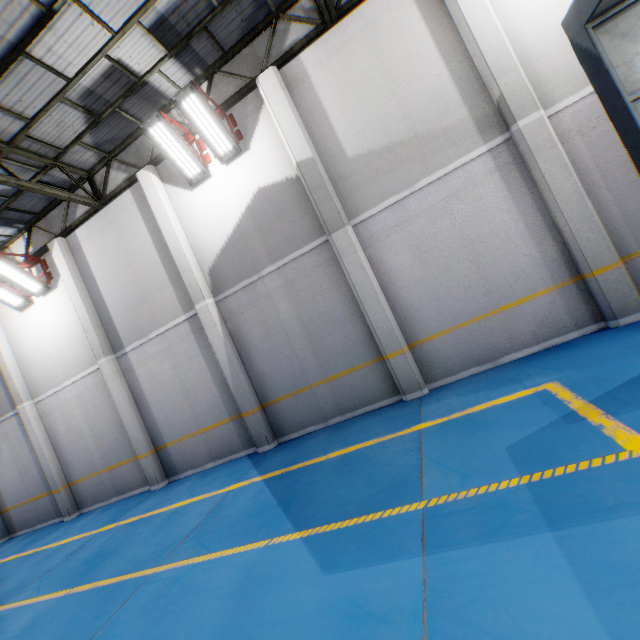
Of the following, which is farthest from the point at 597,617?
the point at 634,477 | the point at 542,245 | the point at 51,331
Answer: the point at 51,331

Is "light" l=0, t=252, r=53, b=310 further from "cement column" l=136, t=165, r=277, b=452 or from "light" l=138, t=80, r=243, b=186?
"light" l=138, t=80, r=243, b=186

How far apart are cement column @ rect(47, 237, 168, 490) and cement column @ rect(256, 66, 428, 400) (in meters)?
7.26

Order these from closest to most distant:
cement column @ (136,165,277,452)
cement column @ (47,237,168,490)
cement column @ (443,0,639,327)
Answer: cement column @ (443,0,639,327) → cement column @ (136,165,277,452) → cement column @ (47,237,168,490)

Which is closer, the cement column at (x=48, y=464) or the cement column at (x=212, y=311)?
the cement column at (x=212, y=311)

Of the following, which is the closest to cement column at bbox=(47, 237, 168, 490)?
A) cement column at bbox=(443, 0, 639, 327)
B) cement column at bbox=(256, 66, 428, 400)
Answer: cement column at bbox=(256, 66, 428, 400)

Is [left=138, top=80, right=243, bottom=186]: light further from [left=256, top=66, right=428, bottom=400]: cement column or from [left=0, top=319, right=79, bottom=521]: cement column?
[left=0, top=319, right=79, bottom=521]: cement column

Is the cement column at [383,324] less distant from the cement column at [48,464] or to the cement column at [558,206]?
the cement column at [558,206]
